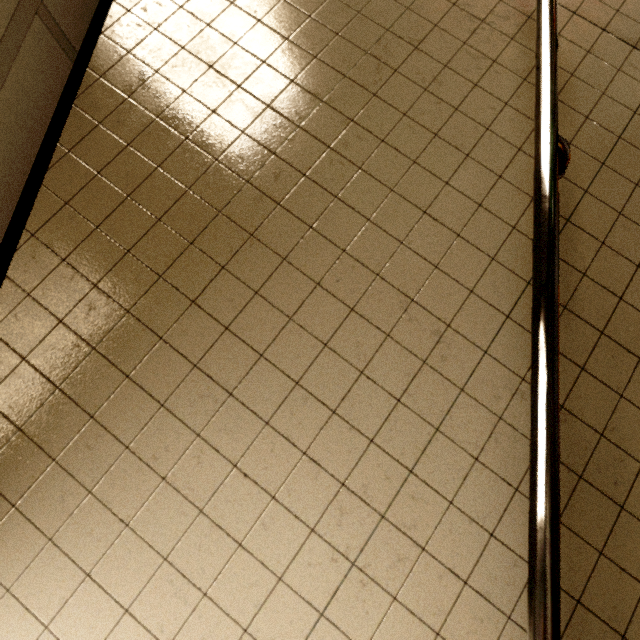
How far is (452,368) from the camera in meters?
1.0
